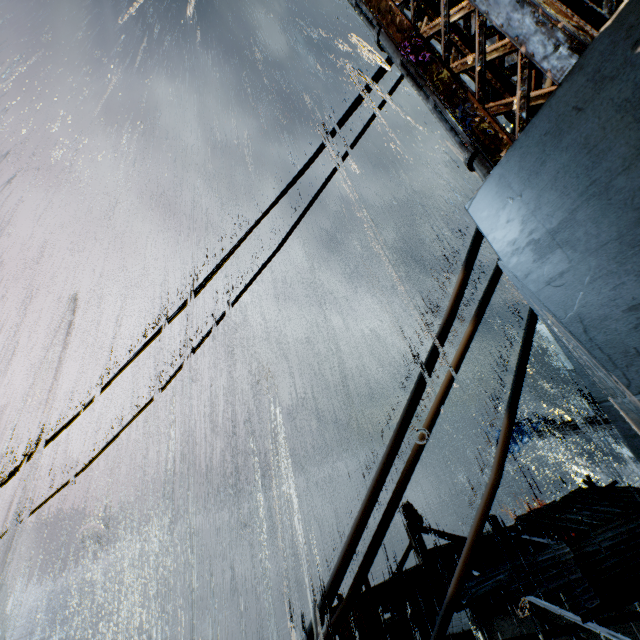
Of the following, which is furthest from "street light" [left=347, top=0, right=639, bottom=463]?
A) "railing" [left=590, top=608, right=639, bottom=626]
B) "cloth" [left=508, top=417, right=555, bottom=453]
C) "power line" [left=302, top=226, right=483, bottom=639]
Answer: "cloth" [left=508, top=417, right=555, bottom=453]

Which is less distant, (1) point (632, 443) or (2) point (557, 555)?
(1) point (632, 443)

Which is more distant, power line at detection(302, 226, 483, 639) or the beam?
the beam

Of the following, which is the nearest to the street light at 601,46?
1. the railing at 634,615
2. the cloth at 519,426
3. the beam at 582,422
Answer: the railing at 634,615

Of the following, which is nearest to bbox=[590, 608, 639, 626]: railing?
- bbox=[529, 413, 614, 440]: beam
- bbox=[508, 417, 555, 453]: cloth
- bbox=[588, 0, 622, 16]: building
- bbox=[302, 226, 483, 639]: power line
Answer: bbox=[588, 0, 622, 16]: building

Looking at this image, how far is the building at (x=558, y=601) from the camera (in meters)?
9.29

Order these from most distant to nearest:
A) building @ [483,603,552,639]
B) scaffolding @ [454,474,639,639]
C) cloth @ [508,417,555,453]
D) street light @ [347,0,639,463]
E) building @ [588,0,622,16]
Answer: cloth @ [508,417,555,453]
building @ [483,603,552,639]
scaffolding @ [454,474,639,639]
building @ [588,0,622,16]
street light @ [347,0,639,463]

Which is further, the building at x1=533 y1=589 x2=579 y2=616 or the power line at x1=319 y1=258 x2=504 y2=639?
the building at x1=533 y1=589 x2=579 y2=616
